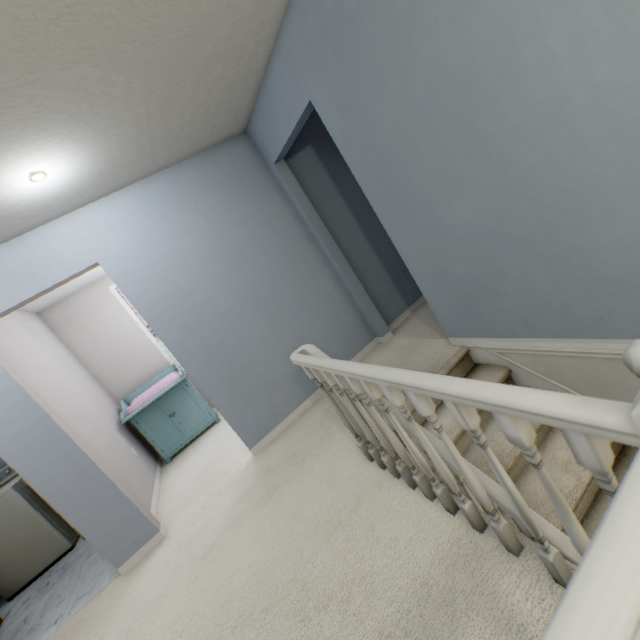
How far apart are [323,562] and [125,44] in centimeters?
261cm

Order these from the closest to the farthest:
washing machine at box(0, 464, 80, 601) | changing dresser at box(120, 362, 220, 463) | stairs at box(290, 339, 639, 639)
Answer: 1. stairs at box(290, 339, 639, 639)
2. washing machine at box(0, 464, 80, 601)
3. changing dresser at box(120, 362, 220, 463)

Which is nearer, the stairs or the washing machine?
the stairs

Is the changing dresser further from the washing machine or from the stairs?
the stairs

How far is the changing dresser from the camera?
4.0m

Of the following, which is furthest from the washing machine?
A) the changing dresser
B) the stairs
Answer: the stairs

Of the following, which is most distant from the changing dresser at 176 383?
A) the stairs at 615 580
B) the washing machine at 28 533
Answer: the stairs at 615 580

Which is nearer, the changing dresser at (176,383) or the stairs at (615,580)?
the stairs at (615,580)
